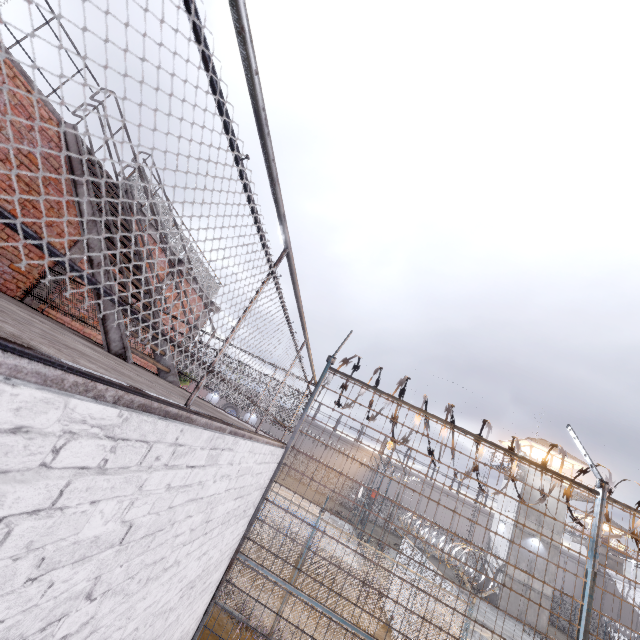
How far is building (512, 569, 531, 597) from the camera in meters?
27.7

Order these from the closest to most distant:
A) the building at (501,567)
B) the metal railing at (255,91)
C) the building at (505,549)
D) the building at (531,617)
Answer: the metal railing at (255,91), the building at (531,617), the building at (501,567), the building at (505,549)

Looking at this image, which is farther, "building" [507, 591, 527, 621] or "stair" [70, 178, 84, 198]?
"building" [507, 591, 527, 621]

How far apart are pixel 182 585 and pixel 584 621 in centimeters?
451cm

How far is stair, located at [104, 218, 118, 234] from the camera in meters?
4.7

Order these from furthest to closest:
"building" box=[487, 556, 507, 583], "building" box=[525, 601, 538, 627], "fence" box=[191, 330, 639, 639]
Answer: "building" box=[487, 556, 507, 583], "building" box=[525, 601, 538, 627], "fence" box=[191, 330, 639, 639]

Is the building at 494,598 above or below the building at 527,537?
below

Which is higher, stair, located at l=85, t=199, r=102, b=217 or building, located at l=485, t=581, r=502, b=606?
stair, located at l=85, t=199, r=102, b=217
